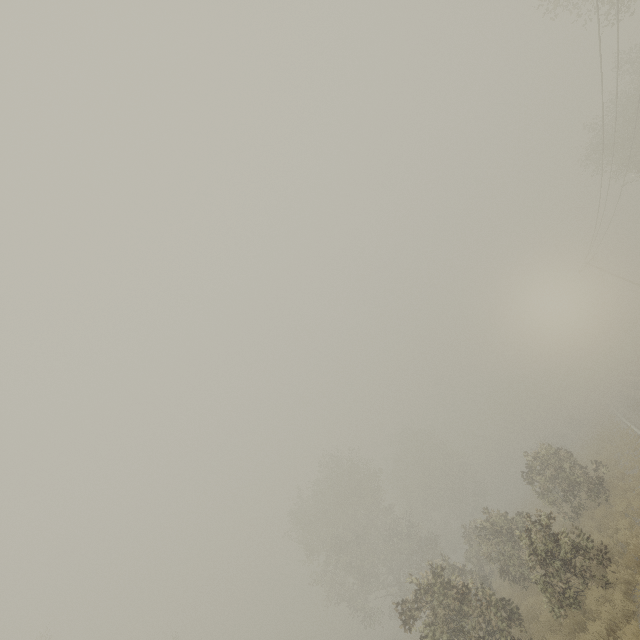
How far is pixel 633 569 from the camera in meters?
9.4 m
